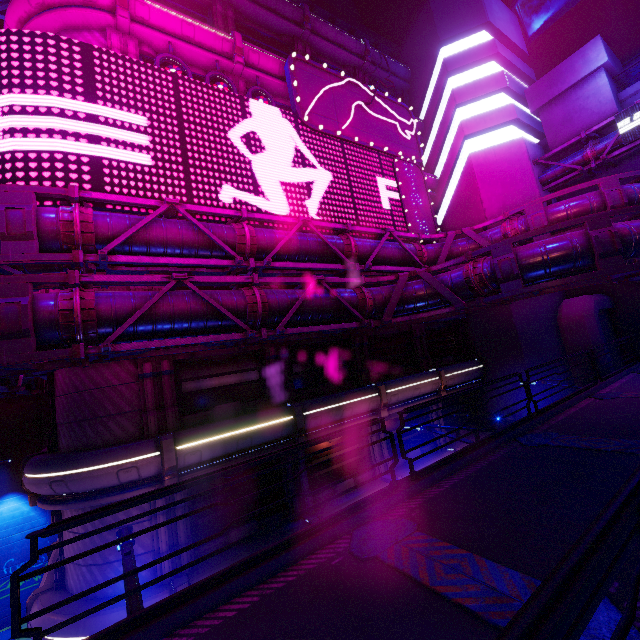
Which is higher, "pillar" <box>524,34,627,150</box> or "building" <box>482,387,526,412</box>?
"pillar" <box>524,34,627,150</box>

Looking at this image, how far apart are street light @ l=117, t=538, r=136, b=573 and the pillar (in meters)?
28.05

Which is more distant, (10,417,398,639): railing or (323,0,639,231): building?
(323,0,639,231): building

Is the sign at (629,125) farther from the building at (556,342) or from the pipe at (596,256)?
the building at (556,342)

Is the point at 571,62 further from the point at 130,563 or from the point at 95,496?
the point at 95,496

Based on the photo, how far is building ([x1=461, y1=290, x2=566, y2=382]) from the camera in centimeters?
1956cm

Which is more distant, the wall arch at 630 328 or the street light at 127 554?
the wall arch at 630 328
